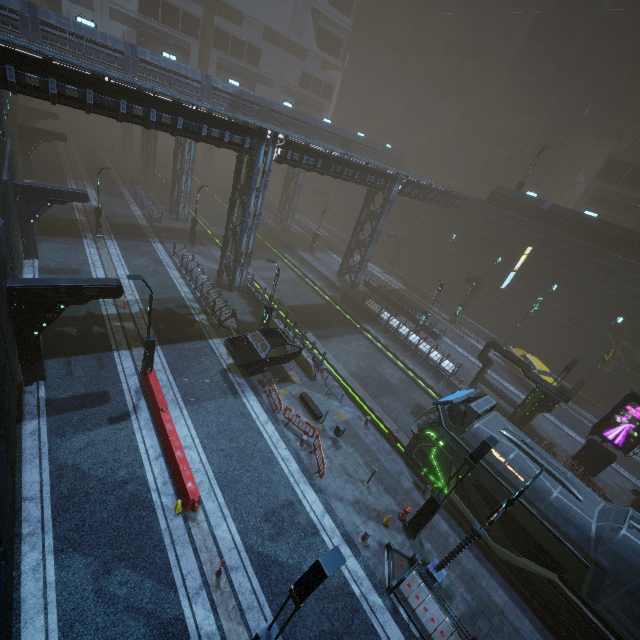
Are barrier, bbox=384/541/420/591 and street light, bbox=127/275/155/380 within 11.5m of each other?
no

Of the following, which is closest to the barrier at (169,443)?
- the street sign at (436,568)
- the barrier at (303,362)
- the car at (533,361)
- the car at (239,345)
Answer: the car at (239,345)

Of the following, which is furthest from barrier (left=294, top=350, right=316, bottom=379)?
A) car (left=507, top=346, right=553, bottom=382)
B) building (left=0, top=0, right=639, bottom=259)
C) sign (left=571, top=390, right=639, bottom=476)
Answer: car (left=507, top=346, right=553, bottom=382)

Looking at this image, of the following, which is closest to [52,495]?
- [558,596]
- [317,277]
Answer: [558,596]

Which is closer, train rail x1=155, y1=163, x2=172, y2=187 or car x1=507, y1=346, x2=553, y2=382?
car x1=507, y1=346, x2=553, y2=382

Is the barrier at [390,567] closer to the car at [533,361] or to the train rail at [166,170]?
the train rail at [166,170]

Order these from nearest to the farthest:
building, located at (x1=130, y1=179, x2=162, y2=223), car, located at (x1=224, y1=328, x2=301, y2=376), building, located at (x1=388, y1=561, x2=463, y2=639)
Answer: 1. building, located at (x1=388, y1=561, x2=463, y2=639)
2. car, located at (x1=224, y1=328, x2=301, y2=376)
3. building, located at (x1=130, y1=179, x2=162, y2=223)

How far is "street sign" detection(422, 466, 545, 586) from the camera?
8.9 meters
